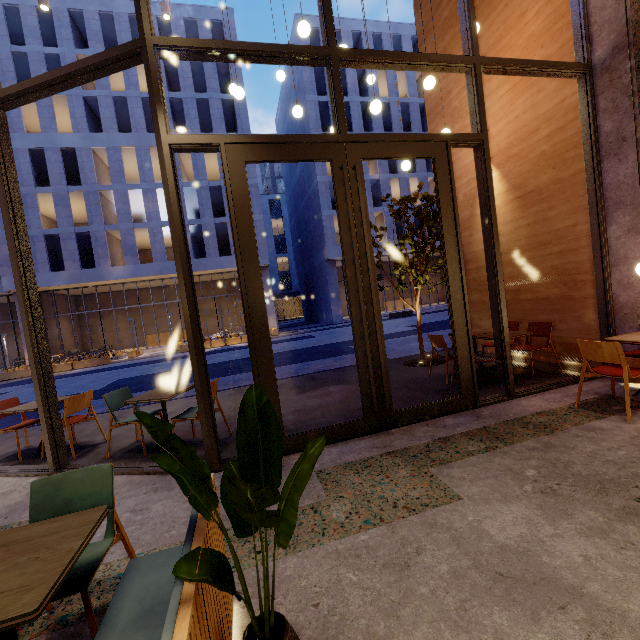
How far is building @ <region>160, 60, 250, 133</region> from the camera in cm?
2548

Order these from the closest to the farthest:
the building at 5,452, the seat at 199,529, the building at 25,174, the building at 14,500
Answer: the seat at 199,529, the building at 14,500, the building at 5,452, the building at 25,174

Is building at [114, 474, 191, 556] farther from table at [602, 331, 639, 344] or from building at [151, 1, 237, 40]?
building at [151, 1, 237, 40]

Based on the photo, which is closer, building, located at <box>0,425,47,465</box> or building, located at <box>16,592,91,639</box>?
building, located at <box>16,592,91,639</box>

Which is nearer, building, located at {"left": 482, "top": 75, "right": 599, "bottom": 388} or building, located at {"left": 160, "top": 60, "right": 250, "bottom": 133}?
building, located at {"left": 482, "top": 75, "right": 599, "bottom": 388}

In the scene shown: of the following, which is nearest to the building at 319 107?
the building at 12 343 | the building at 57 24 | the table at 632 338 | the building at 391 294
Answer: the building at 391 294

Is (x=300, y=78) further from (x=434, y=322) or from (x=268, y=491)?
(x=268, y=491)
